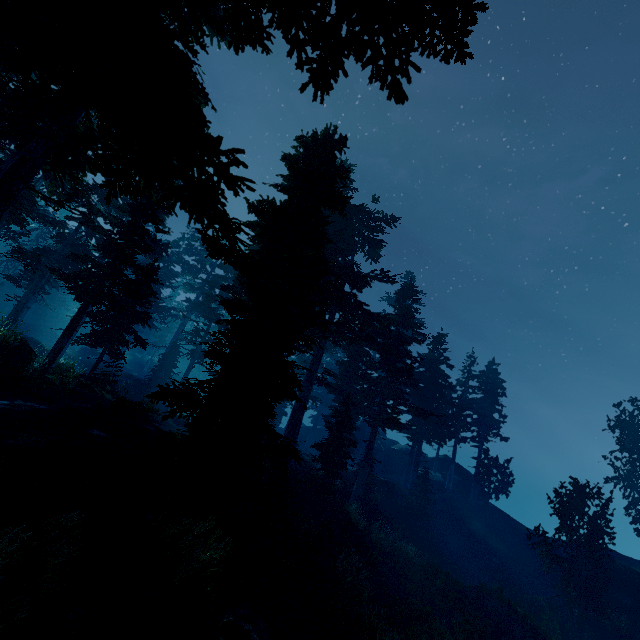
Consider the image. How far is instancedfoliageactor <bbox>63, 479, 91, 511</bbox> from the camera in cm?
662

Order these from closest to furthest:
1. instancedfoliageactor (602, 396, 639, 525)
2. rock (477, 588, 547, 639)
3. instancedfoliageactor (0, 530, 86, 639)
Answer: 1. instancedfoliageactor (0, 530, 86, 639)
2. rock (477, 588, 547, 639)
3. instancedfoliageactor (602, 396, 639, 525)

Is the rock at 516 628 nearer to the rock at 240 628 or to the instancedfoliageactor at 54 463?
the instancedfoliageactor at 54 463

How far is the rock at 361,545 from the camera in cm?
1897

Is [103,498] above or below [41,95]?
below

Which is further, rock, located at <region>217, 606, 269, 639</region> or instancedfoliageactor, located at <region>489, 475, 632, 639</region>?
instancedfoliageactor, located at <region>489, 475, 632, 639</region>

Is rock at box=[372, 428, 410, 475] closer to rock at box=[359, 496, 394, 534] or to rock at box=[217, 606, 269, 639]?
rock at box=[359, 496, 394, 534]
